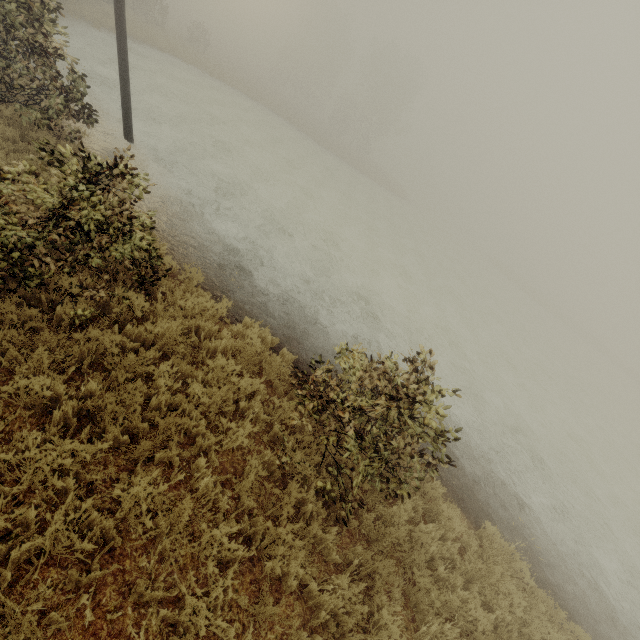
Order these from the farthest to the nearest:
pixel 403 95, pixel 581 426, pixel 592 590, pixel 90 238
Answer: pixel 403 95 → pixel 581 426 → pixel 592 590 → pixel 90 238
